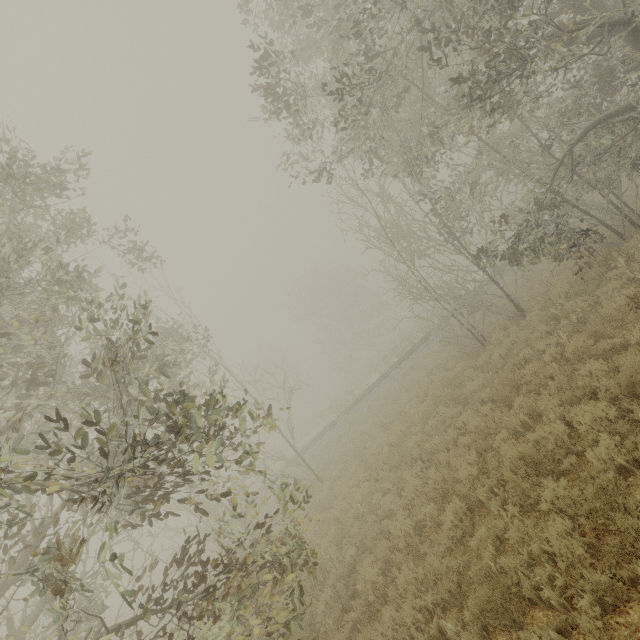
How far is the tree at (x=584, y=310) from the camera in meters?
8.7 m

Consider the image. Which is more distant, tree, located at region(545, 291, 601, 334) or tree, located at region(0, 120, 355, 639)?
tree, located at region(545, 291, 601, 334)

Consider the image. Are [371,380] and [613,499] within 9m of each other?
no

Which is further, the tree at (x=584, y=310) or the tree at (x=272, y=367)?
the tree at (x=584, y=310)

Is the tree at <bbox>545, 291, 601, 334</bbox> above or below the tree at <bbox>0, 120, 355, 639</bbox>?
below

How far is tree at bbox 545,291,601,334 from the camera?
8.7 meters
